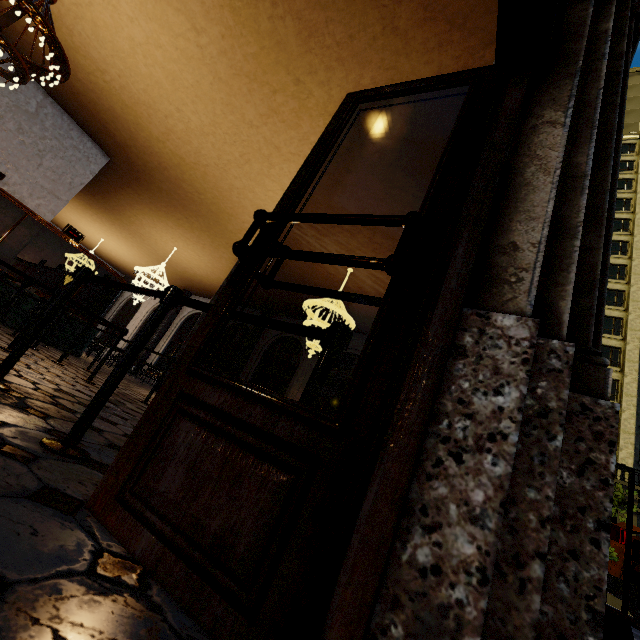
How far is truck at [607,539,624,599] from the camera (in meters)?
13.66

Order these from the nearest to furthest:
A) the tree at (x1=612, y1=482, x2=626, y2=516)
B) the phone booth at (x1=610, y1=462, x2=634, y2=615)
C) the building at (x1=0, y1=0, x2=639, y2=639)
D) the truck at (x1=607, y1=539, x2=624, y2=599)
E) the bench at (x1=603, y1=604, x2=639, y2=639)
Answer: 1. the building at (x1=0, y1=0, x2=639, y2=639)
2. the bench at (x1=603, y1=604, x2=639, y2=639)
3. the phone booth at (x1=610, y1=462, x2=634, y2=615)
4. the tree at (x1=612, y1=482, x2=626, y2=516)
5. the truck at (x1=607, y1=539, x2=624, y2=599)

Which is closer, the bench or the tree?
the bench

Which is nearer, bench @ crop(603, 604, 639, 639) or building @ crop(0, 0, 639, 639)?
building @ crop(0, 0, 639, 639)

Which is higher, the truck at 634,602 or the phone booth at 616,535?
the phone booth at 616,535

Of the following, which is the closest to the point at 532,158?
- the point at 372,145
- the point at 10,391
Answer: the point at 10,391

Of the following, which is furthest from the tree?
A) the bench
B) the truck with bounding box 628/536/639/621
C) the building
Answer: the truck with bounding box 628/536/639/621

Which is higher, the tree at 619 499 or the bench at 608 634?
the tree at 619 499
